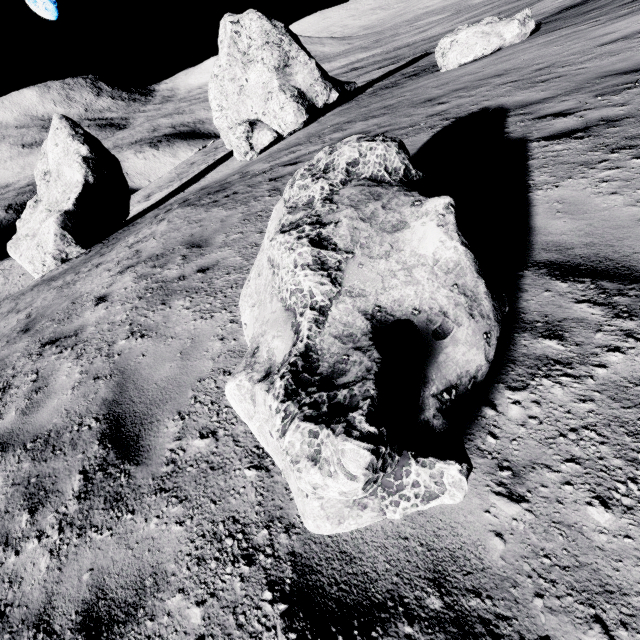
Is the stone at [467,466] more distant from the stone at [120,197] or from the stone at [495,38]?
the stone at [120,197]

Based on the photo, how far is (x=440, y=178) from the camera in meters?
4.6 m

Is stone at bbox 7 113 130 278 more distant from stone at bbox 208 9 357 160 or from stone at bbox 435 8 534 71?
stone at bbox 435 8 534 71

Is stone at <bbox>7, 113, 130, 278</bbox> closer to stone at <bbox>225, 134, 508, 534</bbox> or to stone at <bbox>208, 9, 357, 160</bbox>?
stone at <bbox>208, 9, 357, 160</bbox>

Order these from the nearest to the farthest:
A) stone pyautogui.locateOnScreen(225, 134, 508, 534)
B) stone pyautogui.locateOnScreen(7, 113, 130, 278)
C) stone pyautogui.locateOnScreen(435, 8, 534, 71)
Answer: stone pyautogui.locateOnScreen(225, 134, 508, 534)
stone pyautogui.locateOnScreen(435, 8, 534, 71)
stone pyautogui.locateOnScreen(7, 113, 130, 278)

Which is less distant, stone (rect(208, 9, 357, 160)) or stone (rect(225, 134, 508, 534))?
stone (rect(225, 134, 508, 534))

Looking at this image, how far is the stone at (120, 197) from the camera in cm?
1519

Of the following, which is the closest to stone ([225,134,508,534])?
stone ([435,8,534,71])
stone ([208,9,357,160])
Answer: stone ([435,8,534,71])
